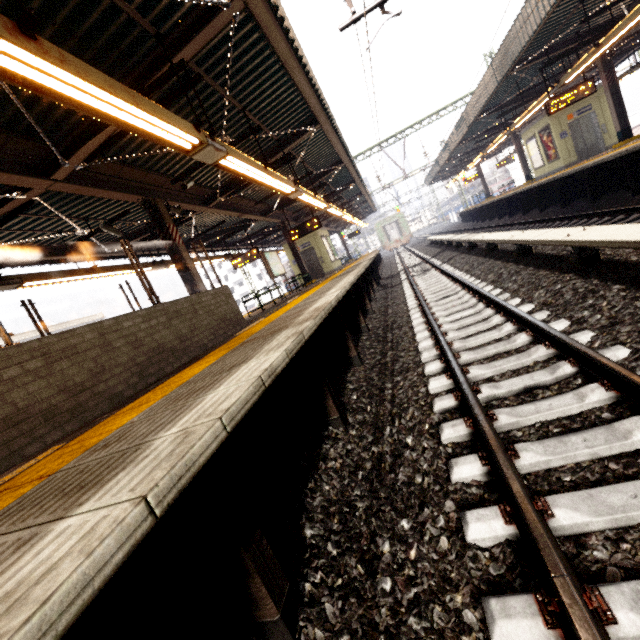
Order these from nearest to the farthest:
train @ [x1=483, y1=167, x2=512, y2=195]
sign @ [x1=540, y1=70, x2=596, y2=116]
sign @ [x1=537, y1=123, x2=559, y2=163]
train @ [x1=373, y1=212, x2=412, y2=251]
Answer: sign @ [x1=540, y1=70, x2=596, y2=116] < sign @ [x1=537, y1=123, x2=559, y2=163] < train @ [x1=373, y1=212, x2=412, y2=251] < train @ [x1=483, y1=167, x2=512, y2=195]

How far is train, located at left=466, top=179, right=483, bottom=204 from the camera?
44.0m

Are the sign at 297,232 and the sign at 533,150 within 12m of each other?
no

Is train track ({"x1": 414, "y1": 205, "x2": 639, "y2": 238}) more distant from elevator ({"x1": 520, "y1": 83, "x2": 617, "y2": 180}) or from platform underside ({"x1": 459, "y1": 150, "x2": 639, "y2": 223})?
elevator ({"x1": 520, "y1": 83, "x2": 617, "y2": 180})

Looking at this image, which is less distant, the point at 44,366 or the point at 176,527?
the point at 176,527

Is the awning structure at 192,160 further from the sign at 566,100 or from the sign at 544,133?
the sign at 544,133

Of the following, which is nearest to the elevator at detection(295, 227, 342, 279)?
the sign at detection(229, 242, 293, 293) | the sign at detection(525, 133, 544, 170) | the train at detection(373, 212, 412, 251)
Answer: the sign at detection(229, 242, 293, 293)

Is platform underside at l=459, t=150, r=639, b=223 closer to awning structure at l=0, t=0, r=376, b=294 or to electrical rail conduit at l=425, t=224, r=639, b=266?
electrical rail conduit at l=425, t=224, r=639, b=266
